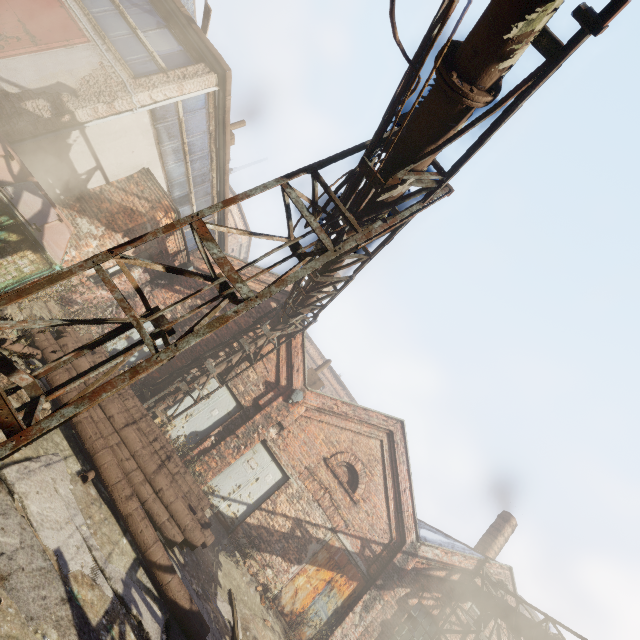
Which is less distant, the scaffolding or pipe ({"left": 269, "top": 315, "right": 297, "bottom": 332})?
the scaffolding

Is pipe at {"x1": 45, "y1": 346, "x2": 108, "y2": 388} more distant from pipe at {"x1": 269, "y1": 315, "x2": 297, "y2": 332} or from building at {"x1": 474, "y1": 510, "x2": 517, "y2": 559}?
building at {"x1": 474, "y1": 510, "x2": 517, "y2": 559}

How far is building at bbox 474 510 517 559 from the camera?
15.0 meters

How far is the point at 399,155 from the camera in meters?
4.3 m

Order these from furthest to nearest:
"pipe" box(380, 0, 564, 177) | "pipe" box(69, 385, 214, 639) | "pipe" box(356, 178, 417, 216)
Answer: "pipe" box(69, 385, 214, 639) → "pipe" box(356, 178, 417, 216) → "pipe" box(380, 0, 564, 177)

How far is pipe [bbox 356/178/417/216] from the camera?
4.4m

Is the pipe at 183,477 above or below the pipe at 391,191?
below

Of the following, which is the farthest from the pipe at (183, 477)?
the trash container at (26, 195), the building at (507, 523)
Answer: the building at (507, 523)
